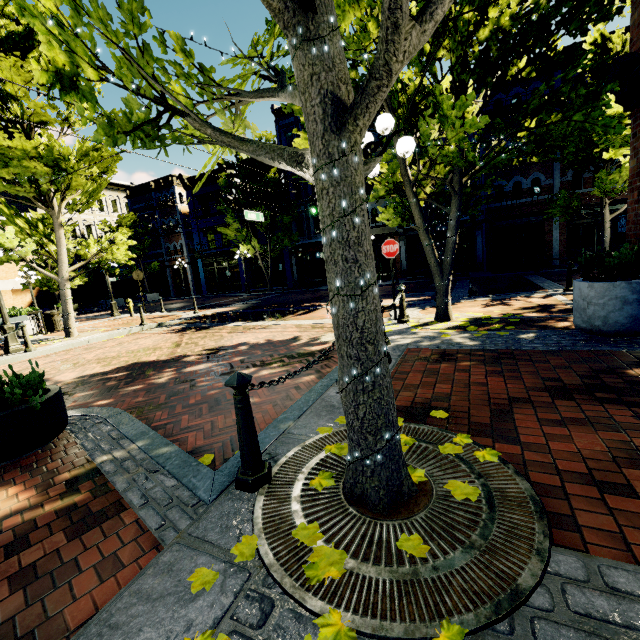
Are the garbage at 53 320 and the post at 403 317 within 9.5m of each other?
no

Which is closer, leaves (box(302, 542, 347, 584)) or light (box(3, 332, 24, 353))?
leaves (box(302, 542, 347, 584))

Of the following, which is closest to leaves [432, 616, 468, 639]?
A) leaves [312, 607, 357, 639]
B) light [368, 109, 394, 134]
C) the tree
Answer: leaves [312, 607, 357, 639]

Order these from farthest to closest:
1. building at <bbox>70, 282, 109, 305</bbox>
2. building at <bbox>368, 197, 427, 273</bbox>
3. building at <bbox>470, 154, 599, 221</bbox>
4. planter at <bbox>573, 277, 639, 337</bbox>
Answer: building at <bbox>70, 282, 109, 305</bbox> < building at <bbox>368, 197, 427, 273</bbox> < building at <bbox>470, 154, 599, 221</bbox> < planter at <bbox>573, 277, 639, 337</bbox>

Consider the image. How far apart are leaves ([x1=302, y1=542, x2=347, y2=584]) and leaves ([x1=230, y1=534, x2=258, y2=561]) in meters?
0.2 m

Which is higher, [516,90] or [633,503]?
[516,90]

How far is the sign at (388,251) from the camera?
7.7m

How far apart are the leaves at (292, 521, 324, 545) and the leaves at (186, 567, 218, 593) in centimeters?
44cm
